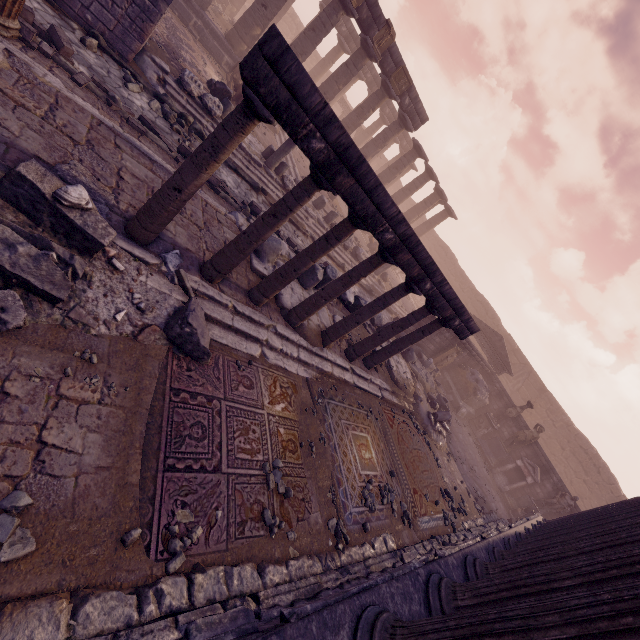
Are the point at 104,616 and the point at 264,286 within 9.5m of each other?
yes

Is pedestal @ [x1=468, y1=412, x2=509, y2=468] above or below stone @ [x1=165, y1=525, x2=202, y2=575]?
above

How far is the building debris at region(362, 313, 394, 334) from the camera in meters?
11.1 m

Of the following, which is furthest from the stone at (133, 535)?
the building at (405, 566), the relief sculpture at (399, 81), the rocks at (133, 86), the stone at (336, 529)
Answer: the relief sculpture at (399, 81)

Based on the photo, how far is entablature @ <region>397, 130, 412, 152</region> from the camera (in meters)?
30.57

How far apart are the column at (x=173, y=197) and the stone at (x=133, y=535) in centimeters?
347cm

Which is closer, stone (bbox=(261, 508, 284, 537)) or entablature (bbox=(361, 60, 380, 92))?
stone (bbox=(261, 508, 284, 537))

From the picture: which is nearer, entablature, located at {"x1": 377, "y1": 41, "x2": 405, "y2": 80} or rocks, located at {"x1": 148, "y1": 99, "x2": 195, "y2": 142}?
rocks, located at {"x1": 148, "y1": 99, "x2": 195, "y2": 142}
